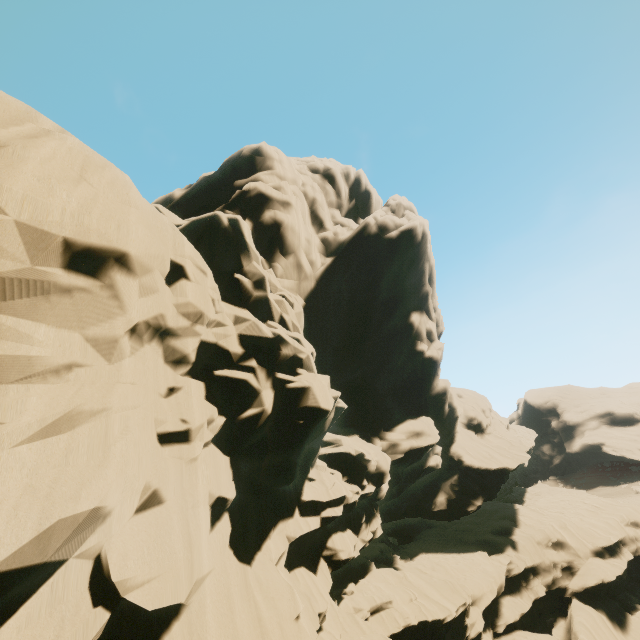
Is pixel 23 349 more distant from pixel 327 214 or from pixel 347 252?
pixel 327 214
